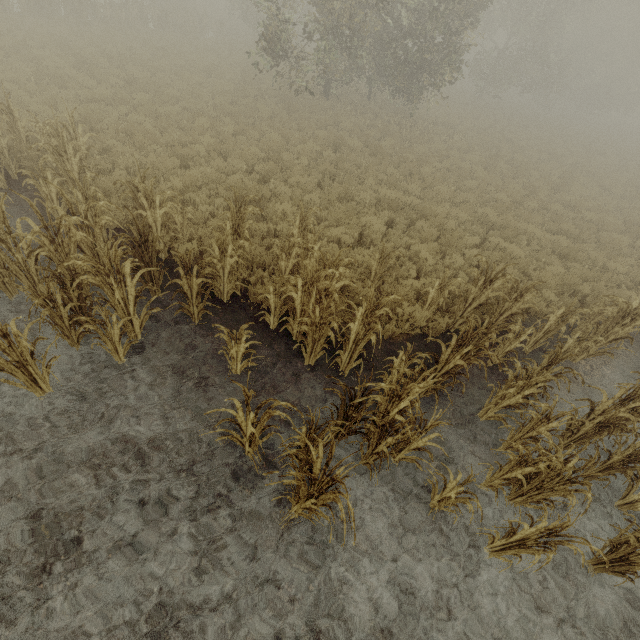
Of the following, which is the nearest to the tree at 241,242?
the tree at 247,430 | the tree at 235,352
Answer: the tree at 235,352

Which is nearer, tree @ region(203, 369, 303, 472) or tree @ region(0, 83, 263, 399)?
tree @ region(203, 369, 303, 472)

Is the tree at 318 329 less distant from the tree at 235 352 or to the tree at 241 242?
the tree at 235 352

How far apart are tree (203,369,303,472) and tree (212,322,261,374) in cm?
90

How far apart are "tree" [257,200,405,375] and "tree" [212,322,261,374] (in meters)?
0.90

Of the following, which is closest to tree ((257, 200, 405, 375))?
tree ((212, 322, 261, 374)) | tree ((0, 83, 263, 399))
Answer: tree ((212, 322, 261, 374))

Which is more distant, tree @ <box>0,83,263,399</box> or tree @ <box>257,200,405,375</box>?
tree @ <box>257,200,405,375</box>

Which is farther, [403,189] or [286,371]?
[403,189]
